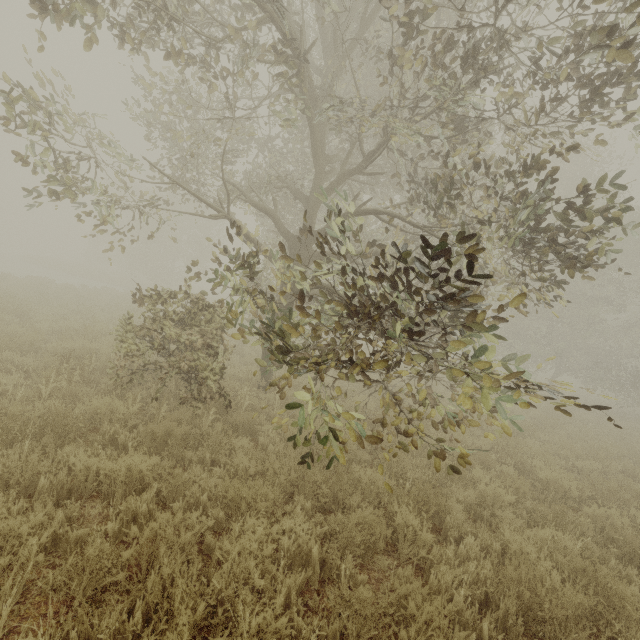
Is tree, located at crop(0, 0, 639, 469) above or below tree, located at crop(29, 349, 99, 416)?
above

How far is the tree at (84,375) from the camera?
5.1m

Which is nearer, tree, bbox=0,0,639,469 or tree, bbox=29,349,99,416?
tree, bbox=0,0,639,469

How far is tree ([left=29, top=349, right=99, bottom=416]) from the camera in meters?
5.1 m

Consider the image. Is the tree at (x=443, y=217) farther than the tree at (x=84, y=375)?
No

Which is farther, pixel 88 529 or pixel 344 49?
pixel 344 49
